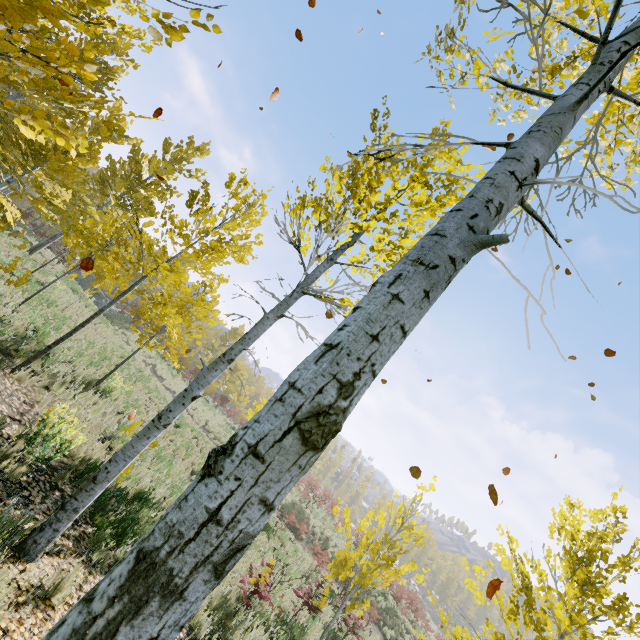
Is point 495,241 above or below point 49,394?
above

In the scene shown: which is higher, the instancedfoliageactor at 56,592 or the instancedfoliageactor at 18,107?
the instancedfoliageactor at 18,107

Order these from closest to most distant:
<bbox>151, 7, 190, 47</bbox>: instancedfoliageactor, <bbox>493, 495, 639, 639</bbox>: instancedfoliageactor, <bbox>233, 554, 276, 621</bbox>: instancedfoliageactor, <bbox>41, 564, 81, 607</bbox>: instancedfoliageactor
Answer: <bbox>151, 7, 190, 47</bbox>: instancedfoliageactor → <bbox>41, 564, 81, 607</bbox>: instancedfoliageactor → <bbox>493, 495, 639, 639</bbox>: instancedfoliageactor → <bbox>233, 554, 276, 621</bbox>: instancedfoliageactor

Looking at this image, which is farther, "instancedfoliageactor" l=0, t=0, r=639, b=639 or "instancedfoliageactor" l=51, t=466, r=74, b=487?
"instancedfoliageactor" l=51, t=466, r=74, b=487

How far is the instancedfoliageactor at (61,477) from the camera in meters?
5.0
